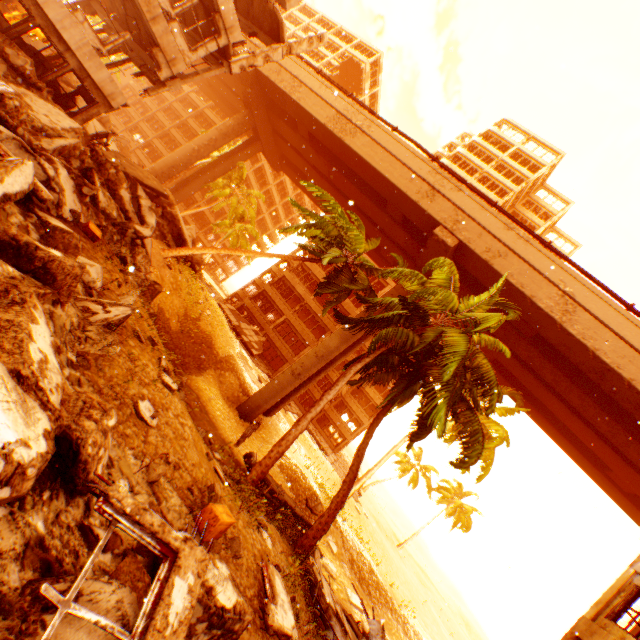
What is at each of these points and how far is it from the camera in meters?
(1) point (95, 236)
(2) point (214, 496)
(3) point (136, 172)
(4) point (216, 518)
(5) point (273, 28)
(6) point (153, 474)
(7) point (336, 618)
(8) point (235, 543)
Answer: (1) cardboard box, 8.4
(2) rubble, 5.9
(3) floor rubble, 16.9
(4) cardboard box, 5.0
(5) floor rubble, 16.3
(6) rubble, 4.8
(7) floor rubble, 8.0
(8) rubble, 5.9

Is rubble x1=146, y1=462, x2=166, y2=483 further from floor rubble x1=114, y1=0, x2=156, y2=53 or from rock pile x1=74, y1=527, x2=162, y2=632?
floor rubble x1=114, y1=0, x2=156, y2=53

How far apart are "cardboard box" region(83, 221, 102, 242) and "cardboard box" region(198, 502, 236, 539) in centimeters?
678cm

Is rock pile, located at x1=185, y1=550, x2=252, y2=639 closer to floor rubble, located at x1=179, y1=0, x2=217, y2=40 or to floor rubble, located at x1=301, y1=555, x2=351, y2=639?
floor rubble, located at x1=301, y1=555, x2=351, y2=639

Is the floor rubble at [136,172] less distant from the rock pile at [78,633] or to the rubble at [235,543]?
the rock pile at [78,633]

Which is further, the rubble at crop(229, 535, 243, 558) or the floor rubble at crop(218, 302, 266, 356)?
the floor rubble at crop(218, 302, 266, 356)

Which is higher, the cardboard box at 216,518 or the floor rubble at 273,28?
the floor rubble at 273,28

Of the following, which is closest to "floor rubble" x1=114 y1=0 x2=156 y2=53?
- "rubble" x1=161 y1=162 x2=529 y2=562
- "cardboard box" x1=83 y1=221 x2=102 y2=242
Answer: "rubble" x1=161 y1=162 x2=529 y2=562
